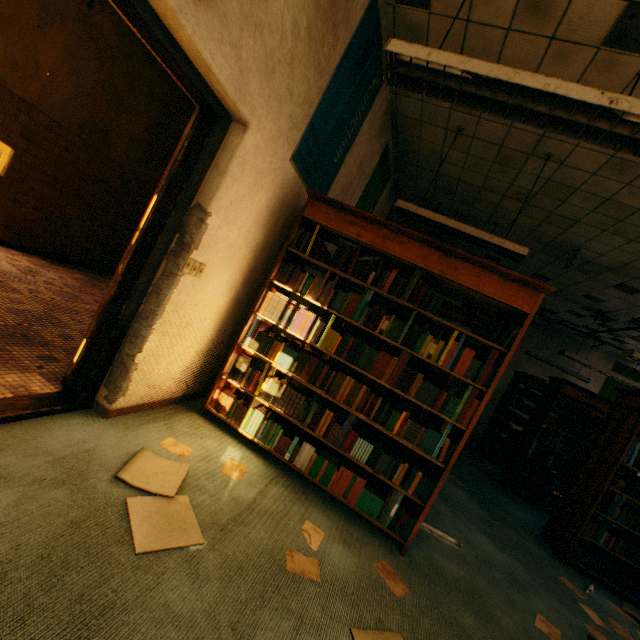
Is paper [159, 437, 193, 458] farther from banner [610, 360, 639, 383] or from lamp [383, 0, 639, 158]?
banner [610, 360, 639, 383]

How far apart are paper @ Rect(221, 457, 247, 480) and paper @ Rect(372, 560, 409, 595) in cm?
113

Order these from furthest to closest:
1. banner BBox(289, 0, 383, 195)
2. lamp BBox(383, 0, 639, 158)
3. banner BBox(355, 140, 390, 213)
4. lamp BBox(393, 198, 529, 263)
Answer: banner BBox(355, 140, 390, 213) → lamp BBox(393, 198, 529, 263) → banner BBox(289, 0, 383, 195) → lamp BBox(383, 0, 639, 158)

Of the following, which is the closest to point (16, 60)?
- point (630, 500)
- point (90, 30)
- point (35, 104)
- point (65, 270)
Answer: point (35, 104)

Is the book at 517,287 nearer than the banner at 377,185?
Yes

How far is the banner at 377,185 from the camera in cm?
462

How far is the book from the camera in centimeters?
240cm

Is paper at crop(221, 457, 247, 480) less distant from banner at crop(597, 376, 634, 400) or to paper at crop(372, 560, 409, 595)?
paper at crop(372, 560, 409, 595)
